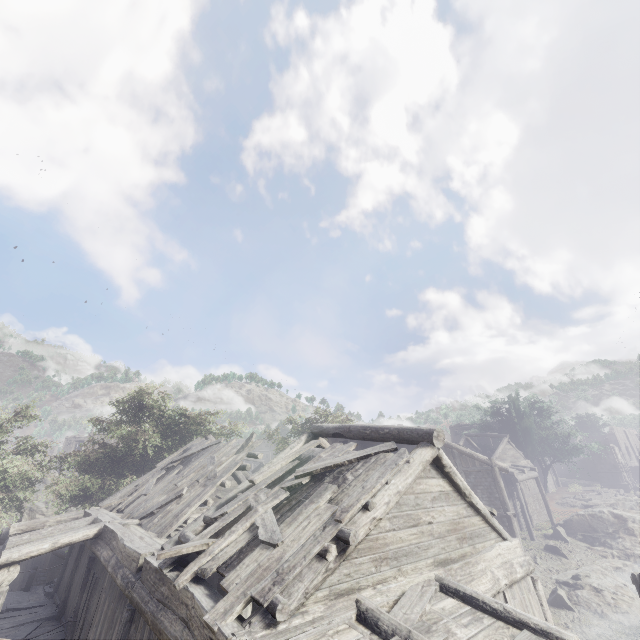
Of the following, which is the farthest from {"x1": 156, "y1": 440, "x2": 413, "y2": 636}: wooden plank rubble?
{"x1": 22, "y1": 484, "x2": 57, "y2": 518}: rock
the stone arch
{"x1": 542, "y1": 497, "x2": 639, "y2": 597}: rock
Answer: the stone arch

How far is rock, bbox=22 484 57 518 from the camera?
36.1m

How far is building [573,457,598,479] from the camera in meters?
57.0 m

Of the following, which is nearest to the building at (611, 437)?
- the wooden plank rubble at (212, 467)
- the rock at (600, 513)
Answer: the wooden plank rubble at (212, 467)

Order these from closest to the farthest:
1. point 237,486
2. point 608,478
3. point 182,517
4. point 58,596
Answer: point 237,486 < point 182,517 < point 58,596 < point 608,478

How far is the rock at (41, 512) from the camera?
36.1 meters

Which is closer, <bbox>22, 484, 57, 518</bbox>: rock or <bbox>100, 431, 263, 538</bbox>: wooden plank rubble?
<bbox>100, 431, 263, 538</bbox>: wooden plank rubble

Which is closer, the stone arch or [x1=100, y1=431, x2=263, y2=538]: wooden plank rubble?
[x1=100, y1=431, x2=263, y2=538]: wooden plank rubble
